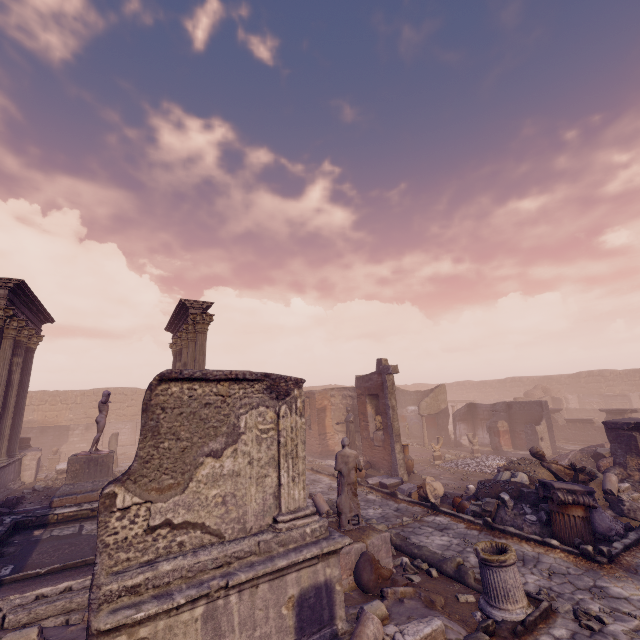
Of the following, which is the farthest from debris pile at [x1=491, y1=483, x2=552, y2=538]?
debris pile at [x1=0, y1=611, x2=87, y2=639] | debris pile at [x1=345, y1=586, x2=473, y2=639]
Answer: debris pile at [x1=0, y1=611, x2=87, y2=639]

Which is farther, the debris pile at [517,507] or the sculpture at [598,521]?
the debris pile at [517,507]

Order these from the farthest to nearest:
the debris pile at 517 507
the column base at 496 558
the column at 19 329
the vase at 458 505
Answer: the column at 19 329 < the vase at 458 505 < the debris pile at 517 507 < the column base at 496 558

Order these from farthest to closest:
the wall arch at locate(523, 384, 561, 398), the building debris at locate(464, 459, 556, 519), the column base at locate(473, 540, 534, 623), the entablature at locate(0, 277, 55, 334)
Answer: the wall arch at locate(523, 384, 561, 398), the entablature at locate(0, 277, 55, 334), the building debris at locate(464, 459, 556, 519), the column base at locate(473, 540, 534, 623)

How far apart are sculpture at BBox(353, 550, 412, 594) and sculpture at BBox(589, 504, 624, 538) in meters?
5.0

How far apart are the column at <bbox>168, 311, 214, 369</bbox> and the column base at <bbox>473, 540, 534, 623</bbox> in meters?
10.8

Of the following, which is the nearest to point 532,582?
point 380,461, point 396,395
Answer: point 380,461

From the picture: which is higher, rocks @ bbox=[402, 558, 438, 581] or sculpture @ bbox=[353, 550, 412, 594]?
sculpture @ bbox=[353, 550, 412, 594]
